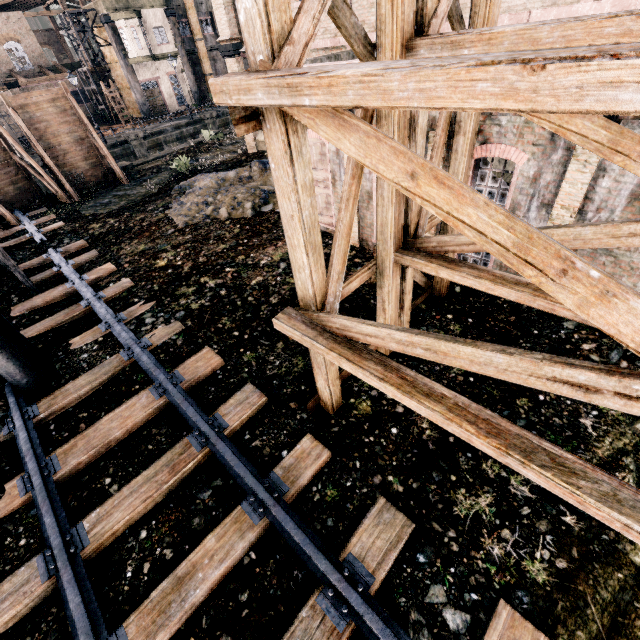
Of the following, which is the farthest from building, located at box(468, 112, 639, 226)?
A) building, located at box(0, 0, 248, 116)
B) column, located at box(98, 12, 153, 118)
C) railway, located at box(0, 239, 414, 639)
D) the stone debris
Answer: column, located at box(98, 12, 153, 118)

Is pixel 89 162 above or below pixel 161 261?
above

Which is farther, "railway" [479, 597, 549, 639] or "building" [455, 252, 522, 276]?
"building" [455, 252, 522, 276]

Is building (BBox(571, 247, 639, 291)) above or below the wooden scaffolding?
below

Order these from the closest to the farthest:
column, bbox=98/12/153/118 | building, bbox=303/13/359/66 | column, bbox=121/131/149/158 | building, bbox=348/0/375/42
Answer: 1. building, bbox=303/13/359/66
2. building, bbox=348/0/375/42
3. column, bbox=121/131/149/158
4. column, bbox=98/12/153/118

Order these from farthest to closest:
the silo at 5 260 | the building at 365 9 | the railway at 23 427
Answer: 1. the building at 365 9
2. the silo at 5 260
3. the railway at 23 427

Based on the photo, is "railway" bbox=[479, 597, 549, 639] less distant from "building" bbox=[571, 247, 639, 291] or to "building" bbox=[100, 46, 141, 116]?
"building" bbox=[571, 247, 639, 291]

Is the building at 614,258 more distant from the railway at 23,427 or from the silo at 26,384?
the railway at 23,427
